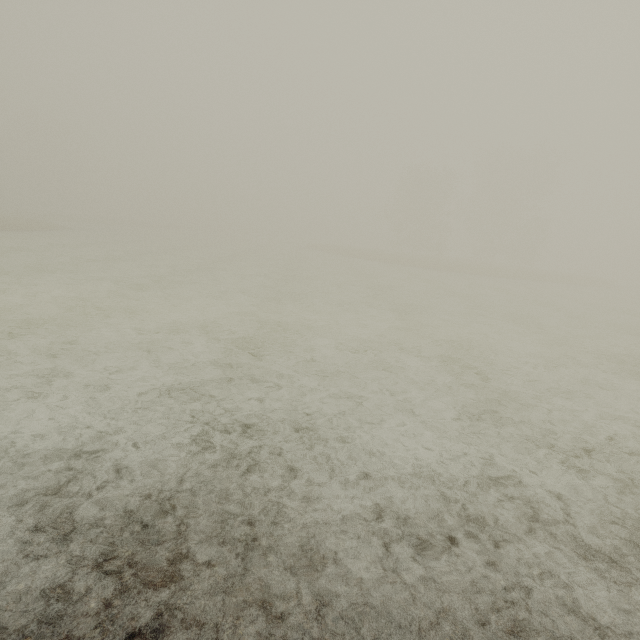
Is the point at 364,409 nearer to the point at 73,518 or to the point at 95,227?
the point at 73,518
